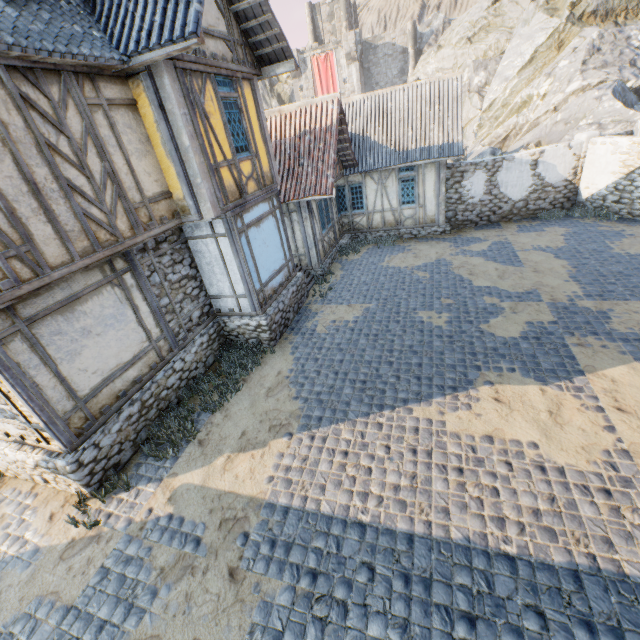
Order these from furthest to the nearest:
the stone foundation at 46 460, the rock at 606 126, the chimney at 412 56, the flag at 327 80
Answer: the flag at 327 80 < the chimney at 412 56 < the rock at 606 126 < the stone foundation at 46 460

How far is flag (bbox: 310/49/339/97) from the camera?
40.25m

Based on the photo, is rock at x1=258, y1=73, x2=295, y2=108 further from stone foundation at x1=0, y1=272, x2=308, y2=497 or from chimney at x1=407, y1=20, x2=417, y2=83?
stone foundation at x1=0, y1=272, x2=308, y2=497

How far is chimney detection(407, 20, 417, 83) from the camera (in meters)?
38.53

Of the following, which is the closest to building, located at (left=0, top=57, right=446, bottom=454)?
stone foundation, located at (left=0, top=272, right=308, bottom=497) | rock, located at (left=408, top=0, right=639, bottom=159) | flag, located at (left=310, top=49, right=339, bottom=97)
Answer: stone foundation, located at (left=0, top=272, right=308, bottom=497)

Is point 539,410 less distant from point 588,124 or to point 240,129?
point 240,129

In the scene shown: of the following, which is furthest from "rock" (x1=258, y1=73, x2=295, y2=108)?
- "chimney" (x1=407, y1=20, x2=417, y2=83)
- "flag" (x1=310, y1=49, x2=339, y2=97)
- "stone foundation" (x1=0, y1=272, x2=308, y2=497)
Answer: "stone foundation" (x1=0, y1=272, x2=308, y2=497)

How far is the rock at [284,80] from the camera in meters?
45.4 m
